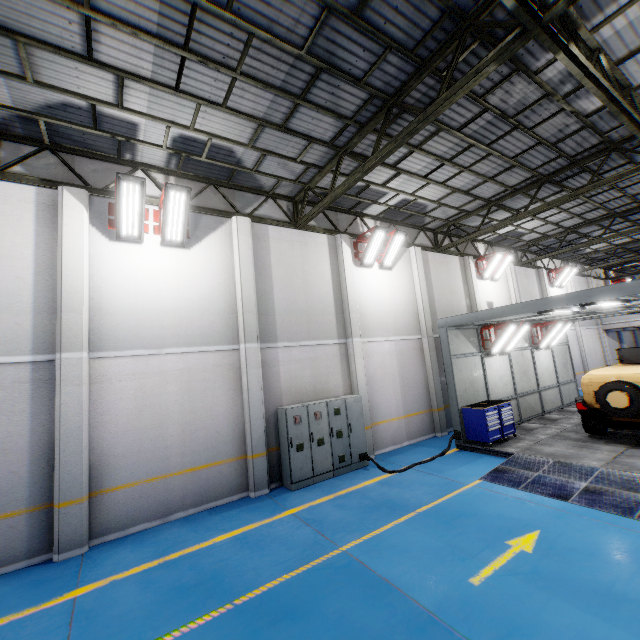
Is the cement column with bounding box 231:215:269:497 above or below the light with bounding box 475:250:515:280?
below

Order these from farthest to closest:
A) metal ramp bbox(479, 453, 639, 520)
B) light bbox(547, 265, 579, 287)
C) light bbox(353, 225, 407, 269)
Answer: light bbox(547, 265, 579, 287)
light bbox(353, 225, 407, 269)
metal ramp bbox(479, 453, 639, 520)

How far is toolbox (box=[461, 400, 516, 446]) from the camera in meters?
10.3 m

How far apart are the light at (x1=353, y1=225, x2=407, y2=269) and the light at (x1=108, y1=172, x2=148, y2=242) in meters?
7.0 m

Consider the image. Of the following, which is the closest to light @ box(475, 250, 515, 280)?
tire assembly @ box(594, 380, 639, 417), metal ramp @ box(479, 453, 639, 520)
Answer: tire assembly @ box(594, 380, 639, 417)

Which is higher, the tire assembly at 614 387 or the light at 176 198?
the light at 176 198

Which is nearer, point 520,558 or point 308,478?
point 520,558

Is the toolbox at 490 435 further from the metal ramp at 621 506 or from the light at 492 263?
the light at 492 263
